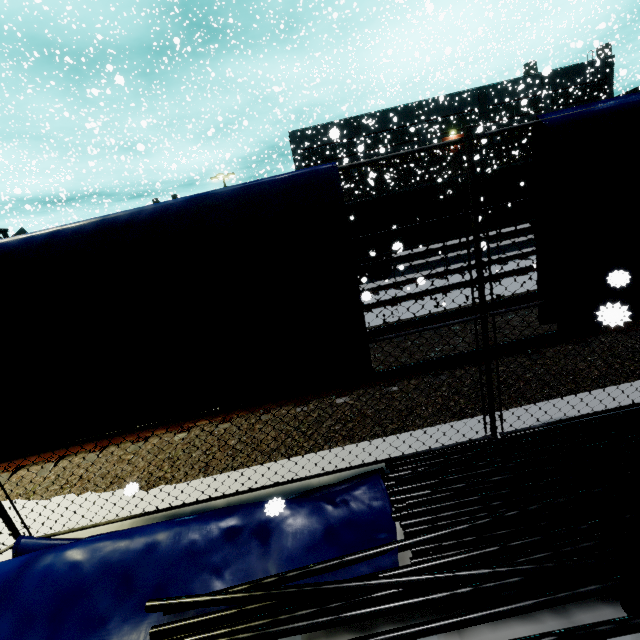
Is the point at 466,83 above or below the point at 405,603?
above

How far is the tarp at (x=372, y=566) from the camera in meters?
2.5

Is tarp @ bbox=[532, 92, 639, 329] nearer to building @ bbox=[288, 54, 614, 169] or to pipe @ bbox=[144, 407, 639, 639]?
pipe @ bbox=[144, 407, 639, 639]

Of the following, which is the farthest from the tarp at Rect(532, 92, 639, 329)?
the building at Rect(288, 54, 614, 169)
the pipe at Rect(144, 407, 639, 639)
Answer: the building at Rect(288, 54, 614, 169)

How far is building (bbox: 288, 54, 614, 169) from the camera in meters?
36.7 m

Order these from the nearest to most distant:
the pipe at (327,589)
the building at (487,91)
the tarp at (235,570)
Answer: the pipe at (327,589) < the tarp at (235,570) < the building at (487,91)

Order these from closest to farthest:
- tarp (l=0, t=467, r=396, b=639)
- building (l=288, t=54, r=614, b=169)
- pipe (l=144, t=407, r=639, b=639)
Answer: pipe (l=144, t=407, r=639, b=639)
tarp (l=0, t=467, r=396, b=639)
building (l=288, t=54, r=614, b=169)

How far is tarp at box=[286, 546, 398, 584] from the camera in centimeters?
247cm
